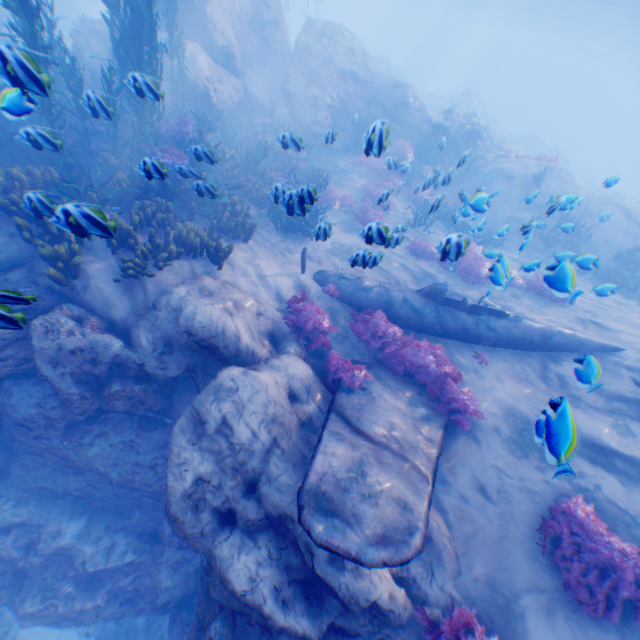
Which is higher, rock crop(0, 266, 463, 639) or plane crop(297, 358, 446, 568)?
plane crop(297, 358, 446, 568)

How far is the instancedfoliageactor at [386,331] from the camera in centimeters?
674cm

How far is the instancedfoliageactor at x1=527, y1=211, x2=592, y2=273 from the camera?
6.60m

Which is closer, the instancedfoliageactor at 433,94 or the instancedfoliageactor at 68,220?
the instancedfoliageactor at 68,220

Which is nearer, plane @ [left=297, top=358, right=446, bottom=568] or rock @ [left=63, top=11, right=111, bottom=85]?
Result: plane @ [left=297, top=358, right=446, bottom=568]

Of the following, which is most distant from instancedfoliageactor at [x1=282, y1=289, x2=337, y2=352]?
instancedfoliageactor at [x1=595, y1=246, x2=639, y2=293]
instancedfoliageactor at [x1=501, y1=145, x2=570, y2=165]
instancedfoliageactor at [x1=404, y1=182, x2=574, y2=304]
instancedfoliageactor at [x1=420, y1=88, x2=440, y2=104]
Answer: instancedfoliageactor at [x1=420, y1=88, x2=440, y2=104]

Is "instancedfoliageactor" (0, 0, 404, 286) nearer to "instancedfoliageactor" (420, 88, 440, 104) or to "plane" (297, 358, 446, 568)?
"plane" (297, 358, 446, 568)

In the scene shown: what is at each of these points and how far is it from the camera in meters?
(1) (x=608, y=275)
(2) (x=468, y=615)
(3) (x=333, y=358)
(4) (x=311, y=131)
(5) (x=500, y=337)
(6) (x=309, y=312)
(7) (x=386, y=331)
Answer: (1) instancedfoliageactor, 13.6 m
(2) instancedfoliageactor, 4.8 m
(3) instancedfoliageactor, 7.0 m
(4) rock, 16.0 m
(5) plane, 8.5 m
(6) instancedfoliageactor, 7.7 m
(7) instancedfoliageactor, 8.0 m
